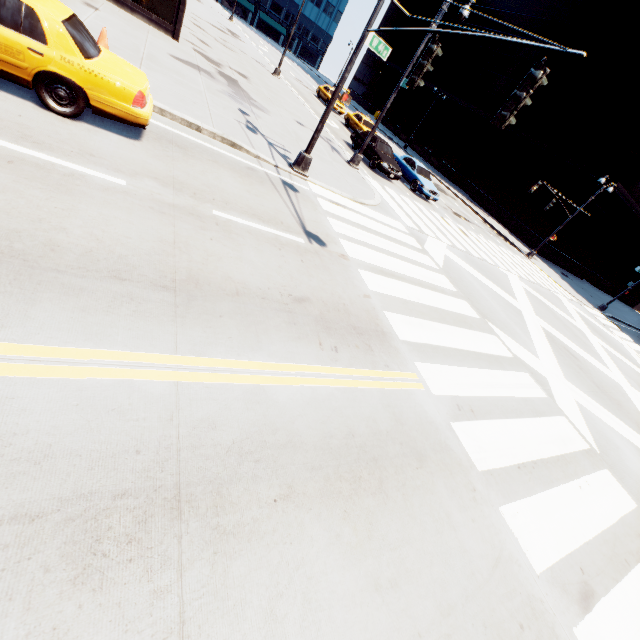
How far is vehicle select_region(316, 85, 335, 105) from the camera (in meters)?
31.36

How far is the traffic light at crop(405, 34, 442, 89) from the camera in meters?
6.6 m

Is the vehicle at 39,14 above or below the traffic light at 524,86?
below

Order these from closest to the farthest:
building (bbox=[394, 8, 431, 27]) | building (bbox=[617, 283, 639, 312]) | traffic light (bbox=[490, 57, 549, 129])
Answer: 1. traffic light (bbox=[490, 57, 549, 129])
2. building (bbox=[617, 283, 639, 312])
3. building (bbox=[394, 8, 431, 27])

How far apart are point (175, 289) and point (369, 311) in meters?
3.8 m

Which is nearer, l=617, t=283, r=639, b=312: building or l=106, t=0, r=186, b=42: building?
l=106, t=0, r=186, b=42: building

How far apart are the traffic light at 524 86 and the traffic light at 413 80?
2.6 meters

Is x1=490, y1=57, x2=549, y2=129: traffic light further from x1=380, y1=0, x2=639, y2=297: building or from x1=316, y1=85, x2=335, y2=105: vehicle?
x1=380, y1=0, x2=639, y2=297: building
